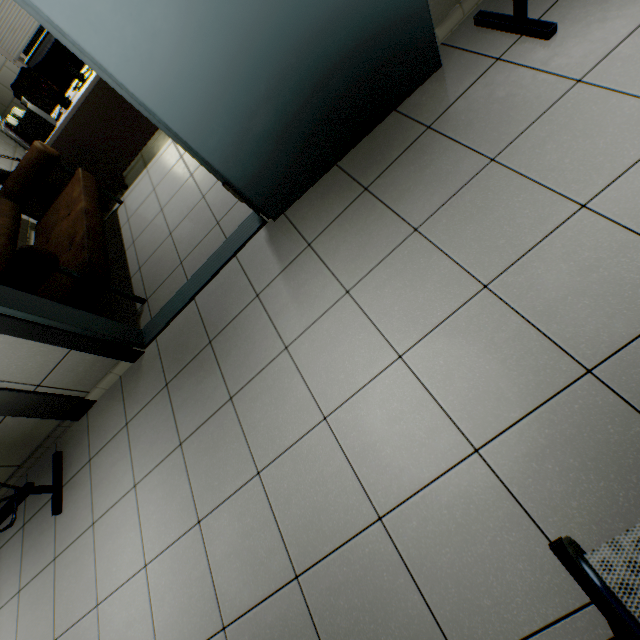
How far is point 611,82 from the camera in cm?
146

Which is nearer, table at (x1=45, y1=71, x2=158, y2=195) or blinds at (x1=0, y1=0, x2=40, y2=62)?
table at (x1=45, y1=71, x2=158, y2=195)

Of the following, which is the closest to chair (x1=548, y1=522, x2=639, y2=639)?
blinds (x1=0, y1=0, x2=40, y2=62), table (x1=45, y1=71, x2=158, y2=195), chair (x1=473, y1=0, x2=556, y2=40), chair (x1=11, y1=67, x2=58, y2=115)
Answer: chair (x1=473, y1=0, x2=556, y2=40)

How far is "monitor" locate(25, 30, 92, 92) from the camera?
3.2m

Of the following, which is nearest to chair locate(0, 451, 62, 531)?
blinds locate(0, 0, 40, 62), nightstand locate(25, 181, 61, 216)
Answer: nightstand locate(25, 181, 61, 216)

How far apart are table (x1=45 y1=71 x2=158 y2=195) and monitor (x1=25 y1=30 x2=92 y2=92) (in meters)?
0.03

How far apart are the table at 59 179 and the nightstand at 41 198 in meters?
0.1 m

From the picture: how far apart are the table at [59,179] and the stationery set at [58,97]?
0.1 meters
